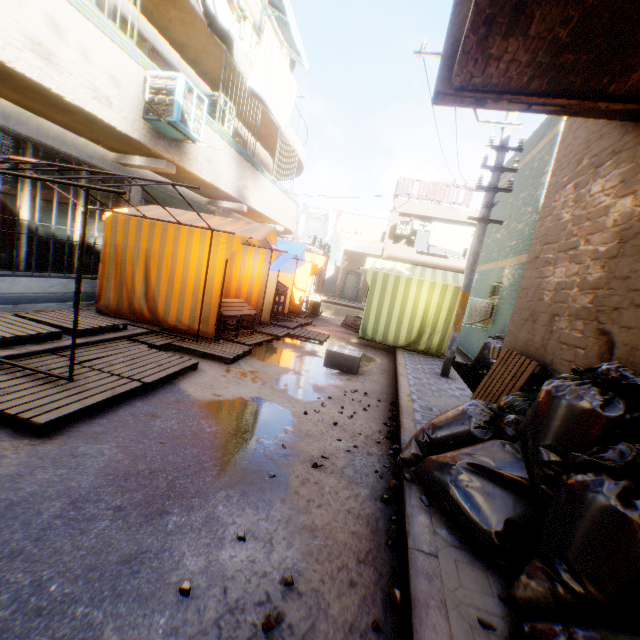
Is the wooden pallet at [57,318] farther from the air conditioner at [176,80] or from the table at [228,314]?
the air conditioner at [176,80]

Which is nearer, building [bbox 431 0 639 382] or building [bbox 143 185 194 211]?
building [bbox 431 0 639 382]

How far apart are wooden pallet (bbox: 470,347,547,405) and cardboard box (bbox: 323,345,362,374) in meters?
1.8 m

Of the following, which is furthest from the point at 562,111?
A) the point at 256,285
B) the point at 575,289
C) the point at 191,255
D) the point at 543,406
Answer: the point at 256,285

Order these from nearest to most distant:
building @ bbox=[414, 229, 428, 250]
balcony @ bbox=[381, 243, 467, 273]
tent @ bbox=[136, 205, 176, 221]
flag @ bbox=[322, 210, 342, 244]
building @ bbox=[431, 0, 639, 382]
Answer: building @ bbox=[431, 0, 639, 382], tent @ bbox=[136, 205, 176, 221], flag @ bbox=[322, 210, 342, 244], balcony @ bbox=[381, 243, 467, 273], building @ bbox=[414, 229, 428, 250]

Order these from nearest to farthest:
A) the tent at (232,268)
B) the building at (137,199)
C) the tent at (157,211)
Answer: the tent at (232,268) → the tent at (157,211) → the building at (137,199)

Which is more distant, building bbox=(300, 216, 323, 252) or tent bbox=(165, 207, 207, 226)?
building bbox=(300, 216, 323, 252)

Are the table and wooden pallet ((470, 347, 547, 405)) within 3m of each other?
no
